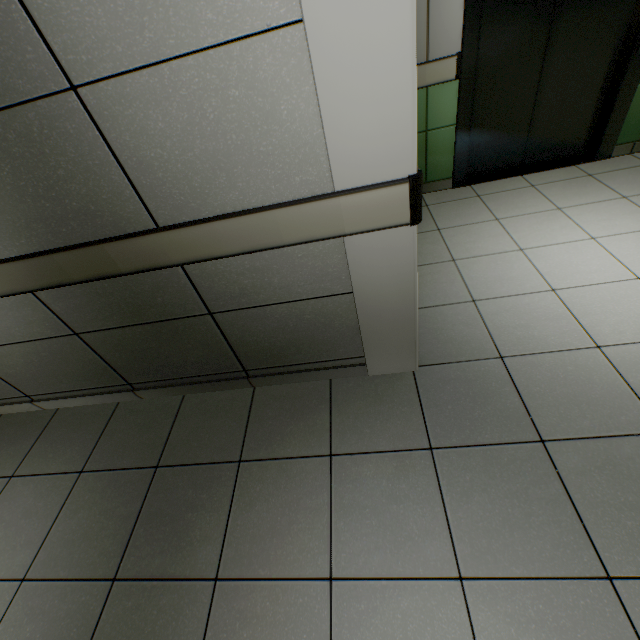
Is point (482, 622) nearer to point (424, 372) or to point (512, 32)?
point (424, 372)
